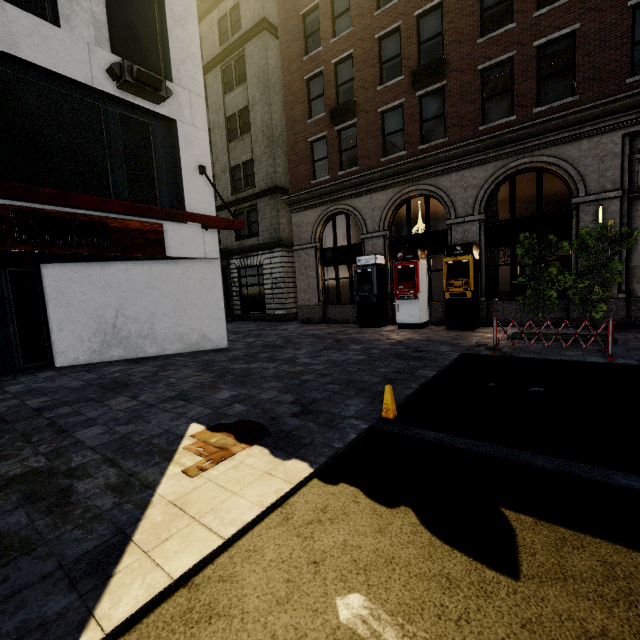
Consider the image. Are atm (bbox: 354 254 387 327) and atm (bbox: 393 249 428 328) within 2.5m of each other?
yes

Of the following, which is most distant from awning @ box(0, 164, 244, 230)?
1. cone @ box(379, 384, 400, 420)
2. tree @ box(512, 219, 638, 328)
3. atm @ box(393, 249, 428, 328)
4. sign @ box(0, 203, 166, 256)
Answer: tree @ box(512, 219, 638, 328)

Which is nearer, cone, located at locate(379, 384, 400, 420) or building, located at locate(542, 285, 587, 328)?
cone, located at locate(379, 384, 400, 420)

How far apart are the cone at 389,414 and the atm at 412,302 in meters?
8.8

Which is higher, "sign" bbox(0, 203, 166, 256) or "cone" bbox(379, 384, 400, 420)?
"sign" bbox(0, 203, 166, 256)

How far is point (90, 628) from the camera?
1.9 meters

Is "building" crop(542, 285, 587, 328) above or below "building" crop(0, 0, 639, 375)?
below

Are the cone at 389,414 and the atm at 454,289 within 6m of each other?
A: no
